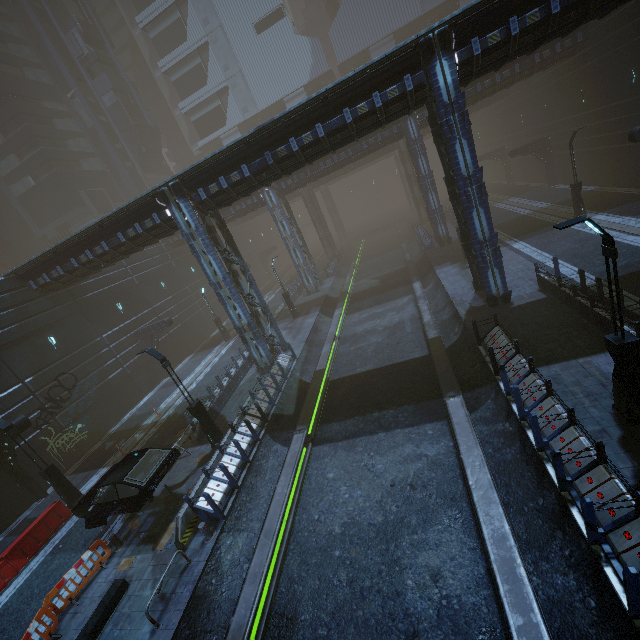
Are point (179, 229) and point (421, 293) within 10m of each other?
no

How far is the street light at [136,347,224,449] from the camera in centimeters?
1380cm

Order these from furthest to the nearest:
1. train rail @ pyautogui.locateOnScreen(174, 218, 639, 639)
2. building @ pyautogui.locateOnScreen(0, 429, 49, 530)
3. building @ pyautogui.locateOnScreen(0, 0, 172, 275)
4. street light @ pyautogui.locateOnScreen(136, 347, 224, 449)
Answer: building @ pyautogui.locateOnScreen(0, 0, 172, 275), building @ pyautogui.locateOnScreen(0, 429, 49, 530), street light @ pyautogui.locateOnScreen(136, 347, 224, 449), train rail @ pyautogui.locateOnScreen(174, 218, 639, 639)

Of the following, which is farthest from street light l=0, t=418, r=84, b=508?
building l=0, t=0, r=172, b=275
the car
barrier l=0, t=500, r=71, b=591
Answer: the car

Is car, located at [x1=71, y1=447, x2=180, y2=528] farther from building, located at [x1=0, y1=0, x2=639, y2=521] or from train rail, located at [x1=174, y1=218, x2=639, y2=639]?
train rail, located at [x1=174, y1=218, x2=639, y2=639]

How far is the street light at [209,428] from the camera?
13.8m

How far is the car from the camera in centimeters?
1135cm

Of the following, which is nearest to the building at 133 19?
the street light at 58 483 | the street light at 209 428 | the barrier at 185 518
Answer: the barrier at 185 518
